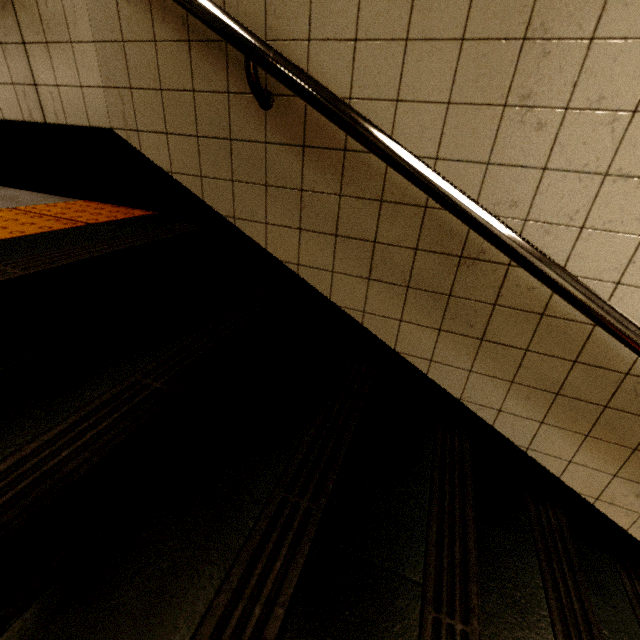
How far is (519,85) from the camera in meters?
0.9

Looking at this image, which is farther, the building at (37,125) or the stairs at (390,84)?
the building at (37,125)

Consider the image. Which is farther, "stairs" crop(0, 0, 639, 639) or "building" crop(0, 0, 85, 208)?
"building" crop(0, 0, 85, 208)
